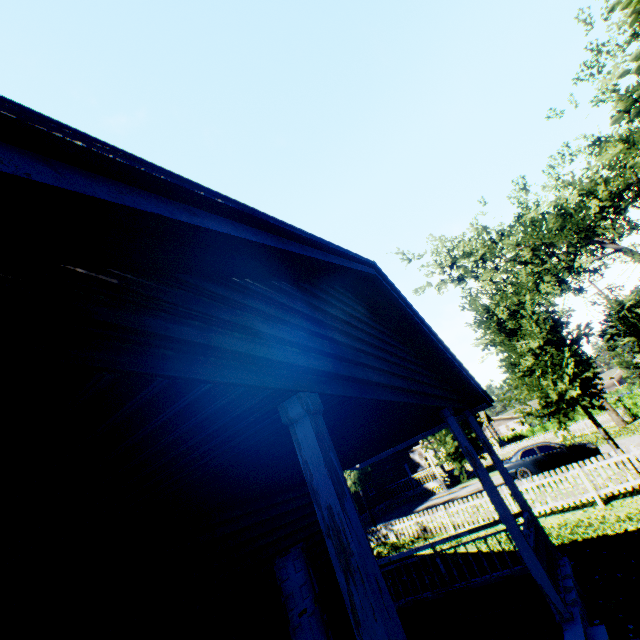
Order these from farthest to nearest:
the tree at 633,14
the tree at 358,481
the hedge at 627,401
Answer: the hedge at 627,401
the tree at 358,481
the tree at 633,14

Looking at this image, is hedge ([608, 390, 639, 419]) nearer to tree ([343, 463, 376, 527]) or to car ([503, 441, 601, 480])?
tree ([343, 463, 376, 527])

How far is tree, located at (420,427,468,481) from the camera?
15.1m

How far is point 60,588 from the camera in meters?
4.4 m

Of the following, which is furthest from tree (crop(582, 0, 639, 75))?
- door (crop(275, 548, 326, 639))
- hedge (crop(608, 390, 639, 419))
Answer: door (crop(275, 548, 326, 639))

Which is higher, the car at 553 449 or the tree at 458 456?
the tree at 458 456

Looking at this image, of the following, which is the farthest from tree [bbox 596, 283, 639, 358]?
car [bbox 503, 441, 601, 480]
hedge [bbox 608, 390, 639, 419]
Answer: car [bbox 503, 441, 601, 480]
